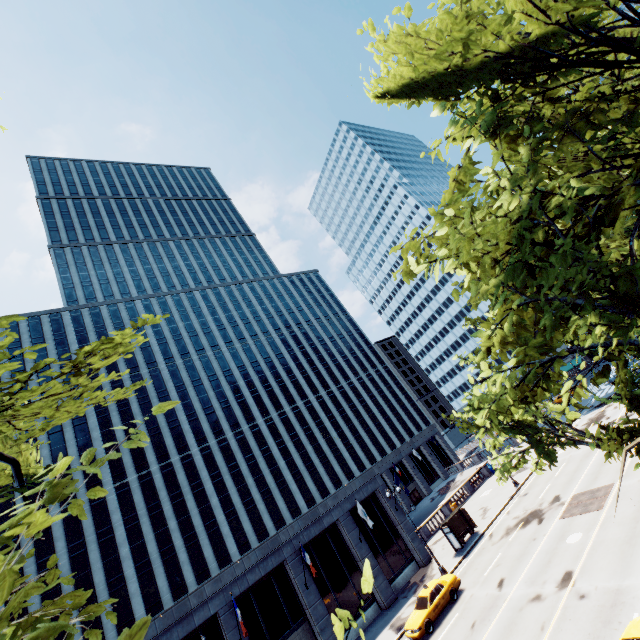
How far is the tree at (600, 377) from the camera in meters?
4.5

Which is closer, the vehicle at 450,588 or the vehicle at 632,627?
the vehicle at 632,627

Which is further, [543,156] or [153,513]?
[153,513]

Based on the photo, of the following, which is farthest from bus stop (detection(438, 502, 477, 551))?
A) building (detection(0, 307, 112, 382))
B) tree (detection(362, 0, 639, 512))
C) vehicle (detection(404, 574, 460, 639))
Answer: tree (detection(362, 0, 639, 512))

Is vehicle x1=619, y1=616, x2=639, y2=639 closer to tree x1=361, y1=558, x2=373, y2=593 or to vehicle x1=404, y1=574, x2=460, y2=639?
tree x1=361, y1=558, x2=373, y2=593

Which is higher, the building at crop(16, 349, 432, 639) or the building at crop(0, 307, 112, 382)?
the building at crop(0, 307, 112, 382)

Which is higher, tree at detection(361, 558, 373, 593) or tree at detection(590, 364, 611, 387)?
tree at detection(361, 558, 373, 593)
